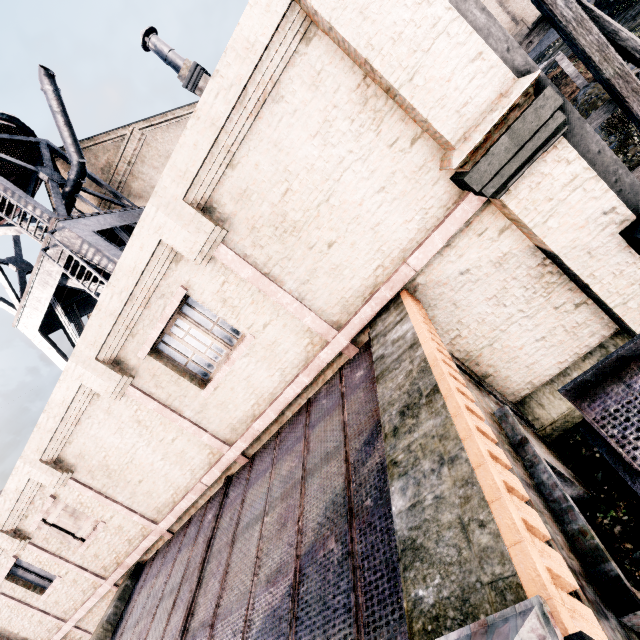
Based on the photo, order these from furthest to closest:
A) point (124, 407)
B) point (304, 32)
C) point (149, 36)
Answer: point (149, 36) → point (124, 407) → point (304, 32)

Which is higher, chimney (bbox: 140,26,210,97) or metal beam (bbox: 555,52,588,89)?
chimney (bbox: 140,26,210,97)

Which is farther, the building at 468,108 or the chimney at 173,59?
the chimney at 173,59

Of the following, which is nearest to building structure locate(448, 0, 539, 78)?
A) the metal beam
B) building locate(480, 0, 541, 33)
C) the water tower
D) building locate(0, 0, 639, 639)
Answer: building locate(0, 0, 639, 639)

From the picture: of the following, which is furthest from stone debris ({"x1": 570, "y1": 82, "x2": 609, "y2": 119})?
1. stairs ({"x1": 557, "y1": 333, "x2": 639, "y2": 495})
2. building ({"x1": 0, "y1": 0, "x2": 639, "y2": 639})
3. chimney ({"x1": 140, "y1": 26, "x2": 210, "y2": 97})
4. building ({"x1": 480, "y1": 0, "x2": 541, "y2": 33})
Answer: building ({"x1": 480, "y1": 0, "x2": 541, "y2": 33})

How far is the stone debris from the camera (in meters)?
13.41

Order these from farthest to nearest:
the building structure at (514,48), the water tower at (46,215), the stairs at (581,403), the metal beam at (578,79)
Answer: the metal beam at (578,79)
the water tower at (46,215)
the building structure at (514,48)
the stairs at (581,403)

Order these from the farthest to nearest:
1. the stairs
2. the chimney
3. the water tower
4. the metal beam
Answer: the chimney → the metal beam → the water tower → the stairs
